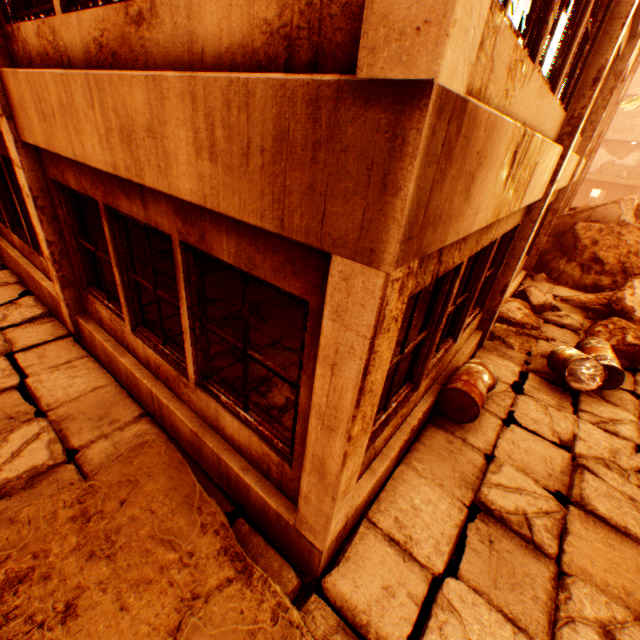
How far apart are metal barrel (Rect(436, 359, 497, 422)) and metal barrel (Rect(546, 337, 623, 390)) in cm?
132

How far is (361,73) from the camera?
1.16m

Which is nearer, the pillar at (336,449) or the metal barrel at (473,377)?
the pillar at (336,449)

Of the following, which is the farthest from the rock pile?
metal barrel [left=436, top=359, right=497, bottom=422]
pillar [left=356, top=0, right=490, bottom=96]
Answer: metal barrel [left=436, top=359, right=497, bottom=422]

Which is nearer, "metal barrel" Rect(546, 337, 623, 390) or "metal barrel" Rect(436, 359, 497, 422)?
"metal barrel" Rect(436, 359, 497, 422)

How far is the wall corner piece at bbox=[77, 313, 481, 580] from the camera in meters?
2.8

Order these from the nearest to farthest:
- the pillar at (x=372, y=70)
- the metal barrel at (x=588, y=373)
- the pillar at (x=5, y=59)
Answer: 1. the pillar at (x=372, y=70)
2. the pillar at (x=5, y=59)
3. the metal barrel at (x=588, y=373)

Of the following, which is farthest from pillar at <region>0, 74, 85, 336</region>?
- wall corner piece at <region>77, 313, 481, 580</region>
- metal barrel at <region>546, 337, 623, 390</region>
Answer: metal barrel at <region>546, 337, 623, 390</region>
